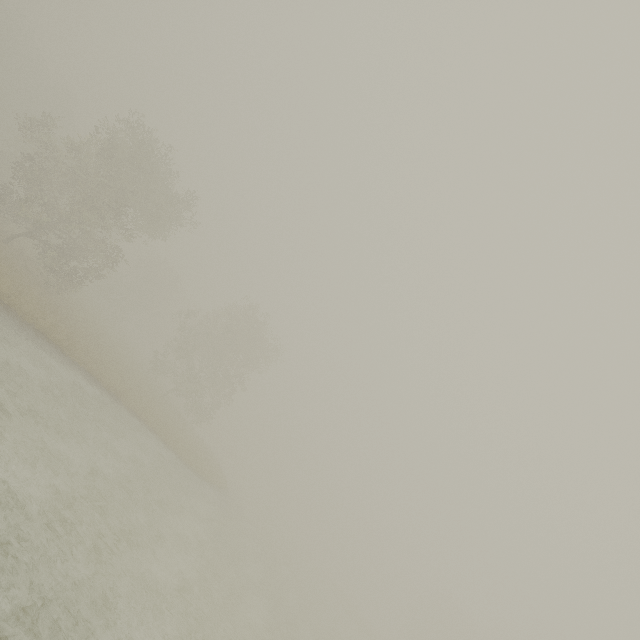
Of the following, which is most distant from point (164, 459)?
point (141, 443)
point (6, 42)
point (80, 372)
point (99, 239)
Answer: point (6, 42)
